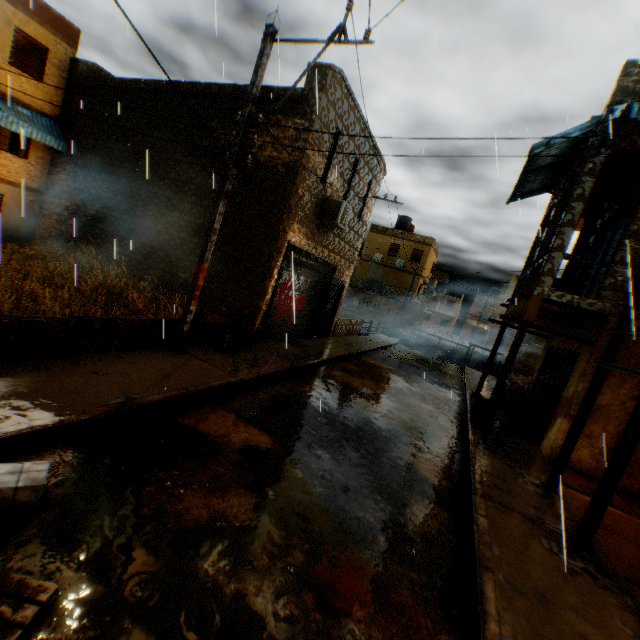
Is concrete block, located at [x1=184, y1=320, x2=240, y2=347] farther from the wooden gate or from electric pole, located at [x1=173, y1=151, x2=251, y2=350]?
the wooden gate

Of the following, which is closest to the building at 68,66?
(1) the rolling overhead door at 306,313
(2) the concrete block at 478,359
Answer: (1) the rolling overhead door at 306,313

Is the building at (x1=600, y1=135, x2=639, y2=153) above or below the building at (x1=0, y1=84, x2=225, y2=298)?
above

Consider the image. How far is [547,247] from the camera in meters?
10.0 m

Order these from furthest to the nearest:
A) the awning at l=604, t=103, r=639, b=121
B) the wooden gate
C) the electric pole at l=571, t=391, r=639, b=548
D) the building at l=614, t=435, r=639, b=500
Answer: the wooden gate → the building at l=614, t=435, r=639, b=500 → the awning at l=604, t=103, r=639, b=121 → the electric pole at l=571, t=391, r=639, b=548

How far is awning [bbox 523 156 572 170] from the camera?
9.3 meters

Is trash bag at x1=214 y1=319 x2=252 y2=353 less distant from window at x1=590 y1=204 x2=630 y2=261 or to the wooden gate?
the wooden gate

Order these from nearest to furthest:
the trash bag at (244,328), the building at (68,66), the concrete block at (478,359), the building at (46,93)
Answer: the trash bag at (244,328) < the building at (46,93) < the building at (68,66) < the concrete block at (478,359)
